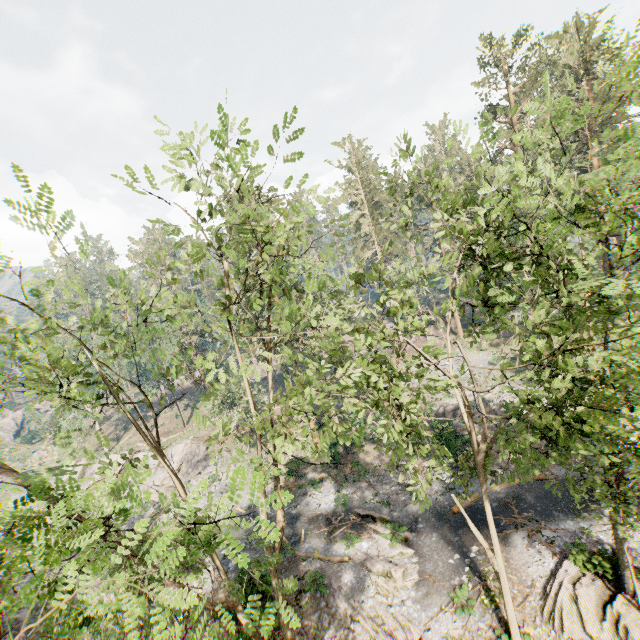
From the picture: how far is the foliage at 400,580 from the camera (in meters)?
16.56

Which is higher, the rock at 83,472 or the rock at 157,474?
the rock at 83,472

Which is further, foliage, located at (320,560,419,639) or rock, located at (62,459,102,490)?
rock, located at (62,459,102,490)

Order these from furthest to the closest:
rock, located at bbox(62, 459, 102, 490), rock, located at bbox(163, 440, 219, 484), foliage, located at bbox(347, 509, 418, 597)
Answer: rock, located at bbox(62, 459, 102, 490) → rock, located at bbox(163, 440, 219, 484) → foliage, located at bbox(347, 509, 418, 597)

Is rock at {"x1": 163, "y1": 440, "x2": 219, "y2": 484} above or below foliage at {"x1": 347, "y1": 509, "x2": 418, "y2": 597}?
above

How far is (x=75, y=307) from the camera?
8.98m
